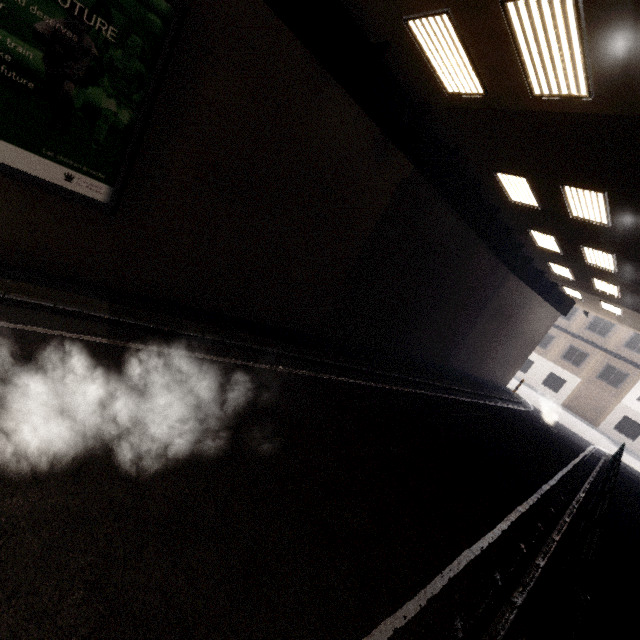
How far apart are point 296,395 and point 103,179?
5.2m

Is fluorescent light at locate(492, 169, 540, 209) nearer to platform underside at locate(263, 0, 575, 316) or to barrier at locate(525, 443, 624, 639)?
platform underside at locate(263, 0, 575, 316)

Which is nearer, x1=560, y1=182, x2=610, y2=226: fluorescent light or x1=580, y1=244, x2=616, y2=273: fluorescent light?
x1=560, y1=182, x2=610, y2=226: fluorescent light

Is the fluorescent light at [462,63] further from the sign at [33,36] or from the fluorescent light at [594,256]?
the fluorescent light at [594,256]

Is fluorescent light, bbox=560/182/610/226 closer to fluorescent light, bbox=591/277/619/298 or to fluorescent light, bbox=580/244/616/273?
fluorescent light, bbox=580/244/616/273

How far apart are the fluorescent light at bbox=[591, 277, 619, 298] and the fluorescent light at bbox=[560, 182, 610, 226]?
6.3 meters

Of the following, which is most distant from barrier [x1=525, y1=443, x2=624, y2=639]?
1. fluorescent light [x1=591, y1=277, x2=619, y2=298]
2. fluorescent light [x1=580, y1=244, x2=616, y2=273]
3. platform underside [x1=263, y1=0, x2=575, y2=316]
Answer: fluorescent light [x1=591, y1=277, x2=619, y2=298]

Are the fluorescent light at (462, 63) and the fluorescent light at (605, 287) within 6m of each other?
no
